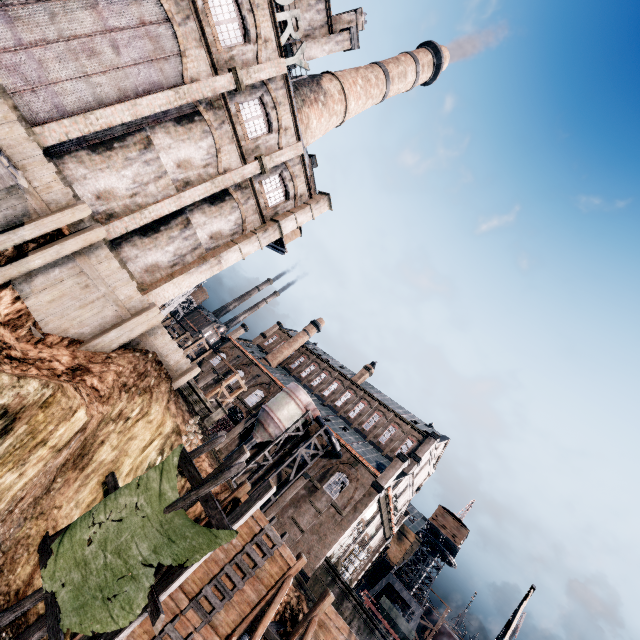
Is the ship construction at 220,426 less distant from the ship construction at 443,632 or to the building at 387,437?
the building at 387,437

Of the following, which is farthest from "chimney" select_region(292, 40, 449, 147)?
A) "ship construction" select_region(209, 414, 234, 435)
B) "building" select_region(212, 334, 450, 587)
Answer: "ship construction" select_region(209, 414, 234, 435)

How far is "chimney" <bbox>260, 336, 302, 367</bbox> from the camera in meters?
56.8 m

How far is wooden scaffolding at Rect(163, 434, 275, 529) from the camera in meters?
11.9 m

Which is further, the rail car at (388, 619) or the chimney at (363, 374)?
the chimney at (363, 374)

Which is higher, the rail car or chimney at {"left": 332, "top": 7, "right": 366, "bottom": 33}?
chimney at {"left": 332, "top": 7, "right": 366, "bottom": 33}

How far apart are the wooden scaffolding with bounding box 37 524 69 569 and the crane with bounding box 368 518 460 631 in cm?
5021

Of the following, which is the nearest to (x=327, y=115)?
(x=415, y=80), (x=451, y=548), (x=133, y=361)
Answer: (x=415, y=80)
